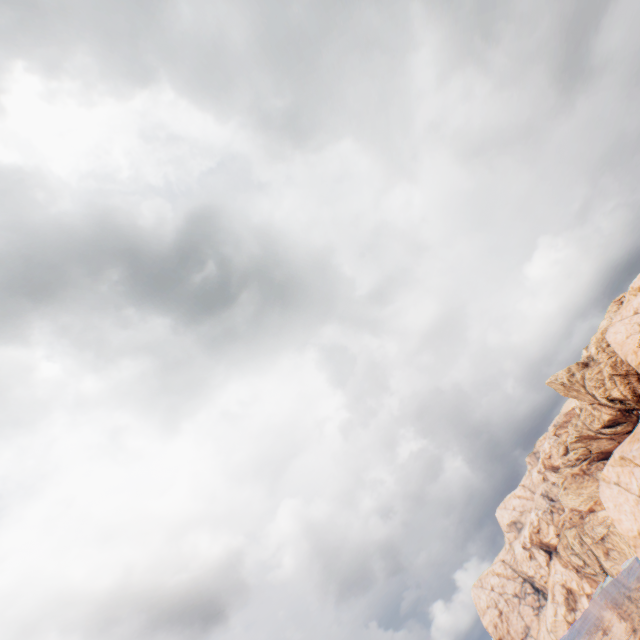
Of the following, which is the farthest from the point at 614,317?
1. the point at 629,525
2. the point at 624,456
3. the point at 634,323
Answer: the point at 629,525

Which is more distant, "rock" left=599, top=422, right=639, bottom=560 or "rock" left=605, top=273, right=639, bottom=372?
"rock" left=605, top=273, right=639, bottom=372

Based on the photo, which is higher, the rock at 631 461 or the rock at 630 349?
the rock at 630 349

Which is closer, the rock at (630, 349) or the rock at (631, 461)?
the rock at (631, 461)

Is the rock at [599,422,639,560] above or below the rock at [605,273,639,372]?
below
